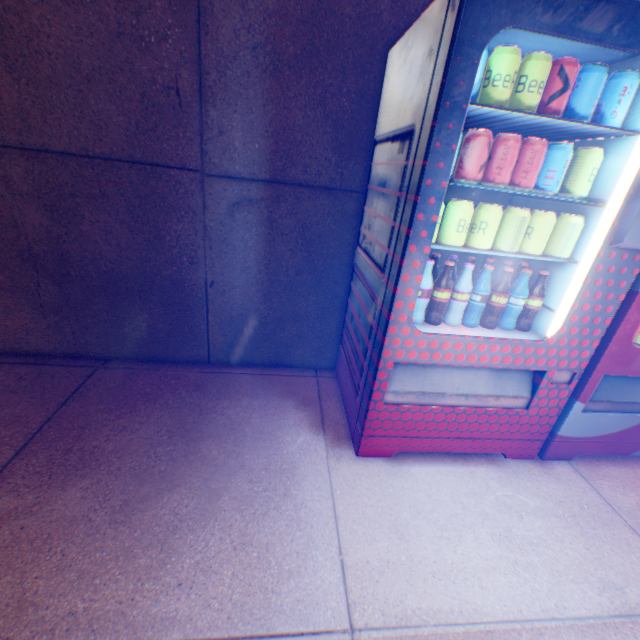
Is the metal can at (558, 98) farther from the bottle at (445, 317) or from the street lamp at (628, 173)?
the bottle at (445, 317)

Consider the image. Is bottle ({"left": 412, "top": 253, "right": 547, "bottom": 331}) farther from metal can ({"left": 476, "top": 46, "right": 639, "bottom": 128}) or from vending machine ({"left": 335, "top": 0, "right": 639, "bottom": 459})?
metal can ({"left": 476, "top": 46, "right": 639, "bottom": 128})

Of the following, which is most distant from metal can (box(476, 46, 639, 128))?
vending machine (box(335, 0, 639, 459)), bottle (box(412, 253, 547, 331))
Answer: bottle (box(412, 253, 547, 331))

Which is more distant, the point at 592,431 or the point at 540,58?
the point at 592,431

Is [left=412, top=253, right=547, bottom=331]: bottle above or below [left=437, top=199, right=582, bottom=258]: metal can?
below

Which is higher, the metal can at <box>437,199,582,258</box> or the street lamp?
the street lamp

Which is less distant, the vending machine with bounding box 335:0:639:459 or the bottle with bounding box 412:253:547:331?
the vending machine with bounding box 335:0:639:459

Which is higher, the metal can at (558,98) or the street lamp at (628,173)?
the metal can at (558,98)
